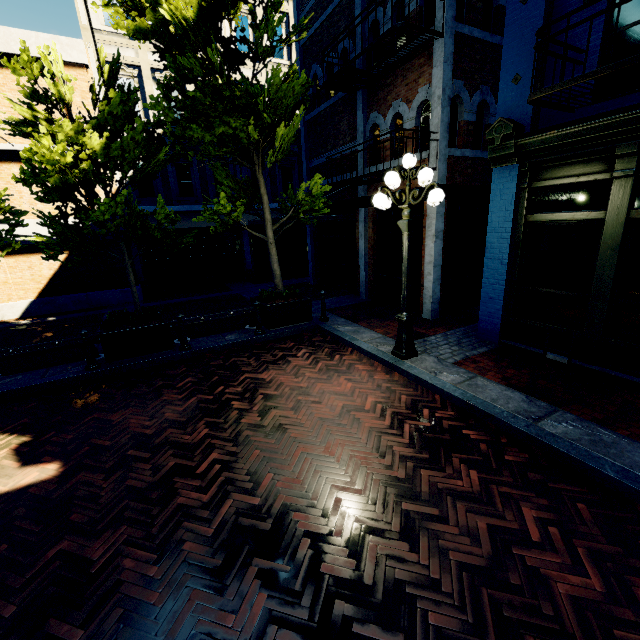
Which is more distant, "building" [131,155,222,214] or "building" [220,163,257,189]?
"building" [220,163,257,189]

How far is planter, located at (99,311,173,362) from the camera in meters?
6.7

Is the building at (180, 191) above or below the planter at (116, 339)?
above

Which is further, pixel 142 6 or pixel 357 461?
pixel 142 6

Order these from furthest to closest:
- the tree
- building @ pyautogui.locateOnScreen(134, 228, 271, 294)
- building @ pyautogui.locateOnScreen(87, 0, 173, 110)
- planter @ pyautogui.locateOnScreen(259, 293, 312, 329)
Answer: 1. building @ pyautogui.locateOnScreen(134, 228, 271, 294)
2. building @ pyautogui.locateOnScreen(87, 0, 173, 110)
3. planter @ pyautogui.locateOnScreen(259, 293, 312, 329)
4. the tree

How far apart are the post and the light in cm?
605

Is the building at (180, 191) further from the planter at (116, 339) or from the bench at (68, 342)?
the bench at (68, 342)

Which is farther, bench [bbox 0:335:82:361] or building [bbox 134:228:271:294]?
building [bbox 134:228:271:294]
